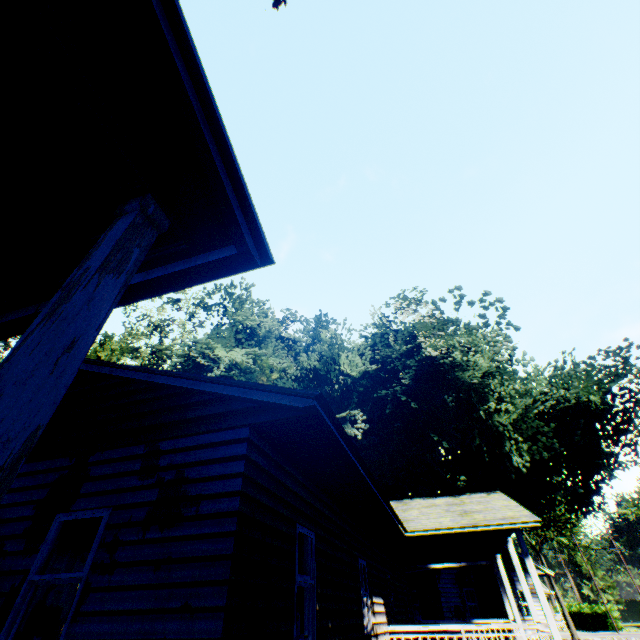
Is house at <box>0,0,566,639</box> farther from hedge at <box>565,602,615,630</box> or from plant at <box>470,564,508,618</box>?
hedge at <box>565,602,615,630</box>

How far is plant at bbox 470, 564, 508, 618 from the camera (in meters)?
18.00

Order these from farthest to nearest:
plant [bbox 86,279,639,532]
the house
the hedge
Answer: the hedge, plant [bbox 86,279,639,532], the house

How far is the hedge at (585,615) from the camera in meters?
44.9 m

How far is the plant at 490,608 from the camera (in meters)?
18.00

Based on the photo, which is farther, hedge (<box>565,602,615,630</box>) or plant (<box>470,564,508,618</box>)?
hedge (<box>565,602,615,630</box>)

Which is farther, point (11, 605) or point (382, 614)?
point (382, 614)
